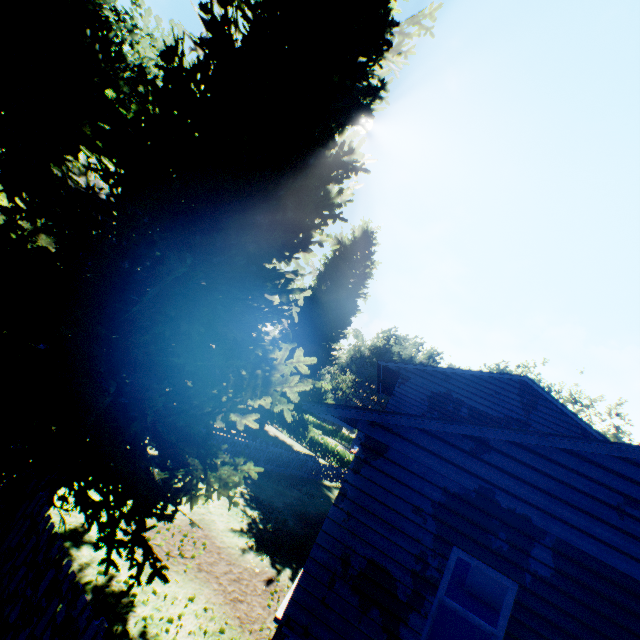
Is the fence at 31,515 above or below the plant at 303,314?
below

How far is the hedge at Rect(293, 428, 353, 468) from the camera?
34.4 meters

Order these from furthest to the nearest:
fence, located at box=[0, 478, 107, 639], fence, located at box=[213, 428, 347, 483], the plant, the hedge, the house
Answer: the hedge
fence, located at box=[213, 428, 347, 483]
the house
the plant
fence, located at box=[0, 478, 107, 639]

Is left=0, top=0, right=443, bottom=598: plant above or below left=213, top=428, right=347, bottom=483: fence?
above

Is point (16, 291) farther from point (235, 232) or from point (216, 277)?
point (235, 232)

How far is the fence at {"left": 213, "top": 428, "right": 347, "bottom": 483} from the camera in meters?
15.5

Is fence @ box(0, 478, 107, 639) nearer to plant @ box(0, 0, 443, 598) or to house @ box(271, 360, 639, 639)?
plant @ box(0, 0, 443, 598)

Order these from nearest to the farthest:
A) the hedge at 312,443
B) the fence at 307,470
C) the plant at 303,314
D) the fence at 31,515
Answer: the fence at 31,515 < the plant at 303,314 < the fence at 307,470 < the hedge at 312,443
